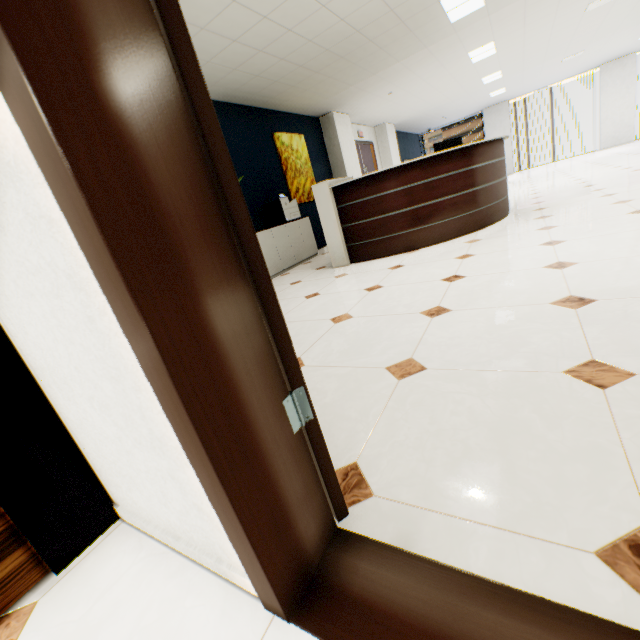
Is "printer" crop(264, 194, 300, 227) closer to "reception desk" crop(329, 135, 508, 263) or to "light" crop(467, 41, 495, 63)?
"reception desk" crop(329, 135, 508, 263)

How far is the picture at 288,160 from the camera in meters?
6.7 m

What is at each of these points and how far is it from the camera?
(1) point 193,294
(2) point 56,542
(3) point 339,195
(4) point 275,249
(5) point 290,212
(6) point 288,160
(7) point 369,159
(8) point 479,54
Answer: (1) door, 0.6 meters
(2) cupboard, 1.0 meters
(3) reception desk, 4.4 meters
(4) cupboard, 5.7 meters
(5) printer, 6.1 meters
(6) picture, 6.9 meters
(7) door, 10.9 meters
(8) light, 6.9 meters

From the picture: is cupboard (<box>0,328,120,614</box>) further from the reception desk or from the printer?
the printer

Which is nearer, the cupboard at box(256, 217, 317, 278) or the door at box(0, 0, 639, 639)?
the door at box(0, 0, 639, 639)

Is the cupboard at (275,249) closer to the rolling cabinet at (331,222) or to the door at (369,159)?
the rolling cabinet at (331,222)

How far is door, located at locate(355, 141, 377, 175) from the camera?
10.3 meters

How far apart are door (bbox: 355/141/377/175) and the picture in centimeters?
246cm
